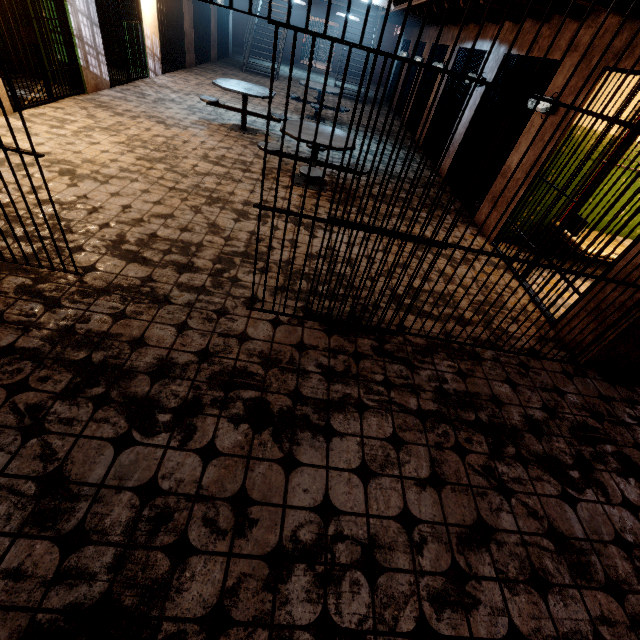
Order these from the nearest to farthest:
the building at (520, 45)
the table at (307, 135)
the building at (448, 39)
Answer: the table at (307, 135)
the building at (520, 45)
the building at (448, 39)

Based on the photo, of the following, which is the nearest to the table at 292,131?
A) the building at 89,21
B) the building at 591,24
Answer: the building at 591,24

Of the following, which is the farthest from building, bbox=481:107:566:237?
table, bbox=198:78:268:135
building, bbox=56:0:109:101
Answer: building, bbox=56:0:109:101

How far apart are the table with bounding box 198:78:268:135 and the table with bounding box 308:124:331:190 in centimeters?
141cm

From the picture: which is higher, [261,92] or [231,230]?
[261,92]

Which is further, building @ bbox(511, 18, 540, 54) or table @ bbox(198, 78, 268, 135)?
table @ bbox(198, 78, 268, 135)

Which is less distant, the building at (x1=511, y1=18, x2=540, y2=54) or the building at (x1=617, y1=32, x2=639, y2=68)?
the building at (x1=617, y1=32, x2=639, y2=68)

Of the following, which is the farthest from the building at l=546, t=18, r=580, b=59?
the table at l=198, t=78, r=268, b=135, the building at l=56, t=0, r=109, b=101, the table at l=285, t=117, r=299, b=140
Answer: the building at l=56, t=0, r=109, b=101
